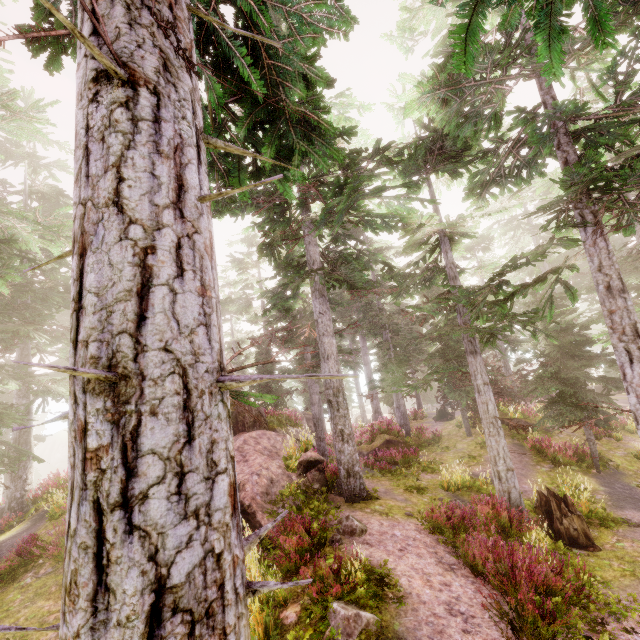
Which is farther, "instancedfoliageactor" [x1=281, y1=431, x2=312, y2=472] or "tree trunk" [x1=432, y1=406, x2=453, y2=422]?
"tree trunk" [x1=432, y1=406, x2=453, y2=422]

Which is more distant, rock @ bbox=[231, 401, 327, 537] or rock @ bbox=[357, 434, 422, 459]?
rock @ bbox=[357, 434, 422, 459]

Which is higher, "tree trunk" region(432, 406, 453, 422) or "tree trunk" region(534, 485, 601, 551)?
"tree trunk" region(432, 406, 453, 422)

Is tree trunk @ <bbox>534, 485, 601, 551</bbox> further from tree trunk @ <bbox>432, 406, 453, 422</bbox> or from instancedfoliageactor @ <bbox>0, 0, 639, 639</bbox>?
tree trunk @ <bbox>432, 406, 453, 422</bbox>

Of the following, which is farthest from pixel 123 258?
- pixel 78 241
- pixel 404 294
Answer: pixel 404 294

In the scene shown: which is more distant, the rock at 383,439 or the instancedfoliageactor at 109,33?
the rock at 383,439

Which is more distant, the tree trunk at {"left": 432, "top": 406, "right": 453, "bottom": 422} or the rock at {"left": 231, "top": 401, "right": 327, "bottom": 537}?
the tree trunk at {"left": 432, "top": 406, "right": 453, "bottom": 422}

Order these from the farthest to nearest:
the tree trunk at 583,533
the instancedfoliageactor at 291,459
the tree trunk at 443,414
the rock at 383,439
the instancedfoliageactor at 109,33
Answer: the tree trunk at 443,414, the rock at 383,439, the instancedfoliageactor at 291,459, the tree trunk at 583,533, the instancedfoliageactor at 109,33
